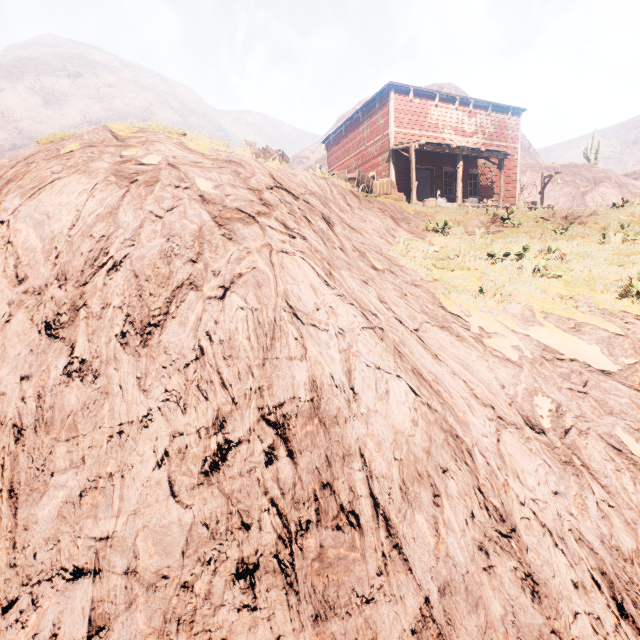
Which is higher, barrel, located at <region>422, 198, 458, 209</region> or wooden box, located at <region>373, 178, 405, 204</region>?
wooden box, located at <region>373, 178, 405, 204</region>

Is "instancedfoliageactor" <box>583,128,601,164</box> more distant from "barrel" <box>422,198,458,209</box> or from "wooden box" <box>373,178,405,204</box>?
"wooden box" <box>373,178,405,204</box>

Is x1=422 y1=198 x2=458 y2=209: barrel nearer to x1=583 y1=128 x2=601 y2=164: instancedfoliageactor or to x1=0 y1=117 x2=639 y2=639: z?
x1=0 y1=117 x2=639 y2=639: z

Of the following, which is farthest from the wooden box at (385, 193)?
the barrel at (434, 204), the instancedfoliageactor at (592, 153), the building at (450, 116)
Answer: the instancedfoliageactor at (592, 153)

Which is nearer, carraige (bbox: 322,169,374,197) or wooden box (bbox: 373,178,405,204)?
carraige (bbox: 322,169,374,197)

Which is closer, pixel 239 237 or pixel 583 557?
pixel 583 557

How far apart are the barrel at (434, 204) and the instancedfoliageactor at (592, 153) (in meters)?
34.83
